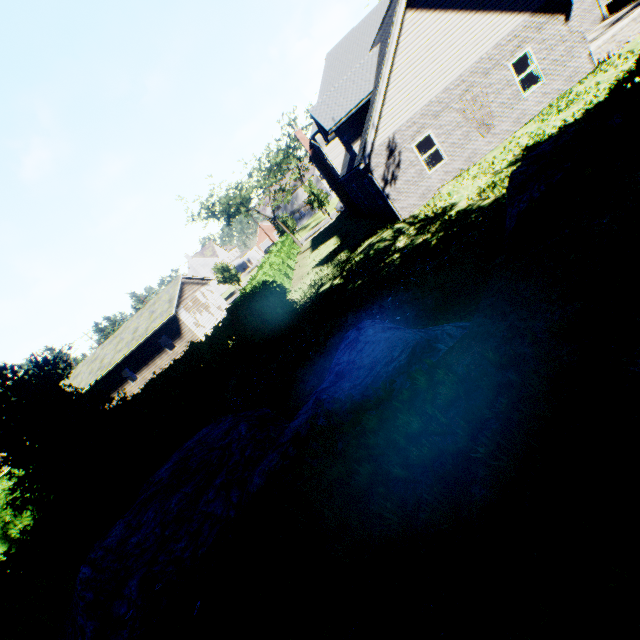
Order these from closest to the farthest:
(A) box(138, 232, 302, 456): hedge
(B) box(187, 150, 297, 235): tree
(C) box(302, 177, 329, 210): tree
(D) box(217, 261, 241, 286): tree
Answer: (A) box(138, 232, 302, 456): hedge → (B) box(187, 150, 297, 235): tree → (C) box(302, 177, 329, 210): tree → (D) box(217, 261, 241, 286): tree

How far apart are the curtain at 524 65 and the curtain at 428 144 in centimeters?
391cm

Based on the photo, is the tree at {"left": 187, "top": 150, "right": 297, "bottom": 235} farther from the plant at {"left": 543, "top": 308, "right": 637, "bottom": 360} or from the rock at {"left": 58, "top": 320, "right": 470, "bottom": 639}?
the rock at {"left": 58, "top": 320, "right": 470, "bottom": 639}

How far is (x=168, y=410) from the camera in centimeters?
1154cm

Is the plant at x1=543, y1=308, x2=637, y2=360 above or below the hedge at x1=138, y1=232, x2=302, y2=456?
above

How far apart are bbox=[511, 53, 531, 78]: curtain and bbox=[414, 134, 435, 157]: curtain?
3.9m

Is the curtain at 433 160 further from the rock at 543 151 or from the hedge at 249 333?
the hedge at 249 333

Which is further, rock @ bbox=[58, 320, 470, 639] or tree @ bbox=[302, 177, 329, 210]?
tree @ bbox=[302, 177, 329, 210]
